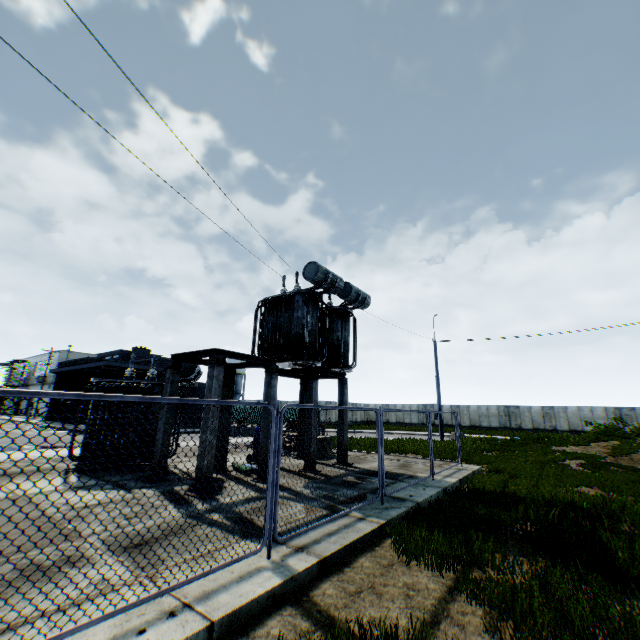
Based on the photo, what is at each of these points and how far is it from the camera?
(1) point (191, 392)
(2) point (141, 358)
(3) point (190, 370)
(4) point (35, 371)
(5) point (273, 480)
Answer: (1) building, 36.4 meters
(2) building, 40.1 meters
(3) electrical compensator, 11.8 meters
(4) building, 54.7 meters
(5) metal fence, 4.9 meters

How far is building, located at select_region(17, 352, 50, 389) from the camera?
52.2m

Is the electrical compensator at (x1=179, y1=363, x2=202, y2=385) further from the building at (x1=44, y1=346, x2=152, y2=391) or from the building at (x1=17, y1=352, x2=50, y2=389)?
the building at (x1=17, y1=352, x2=50, y2=389)

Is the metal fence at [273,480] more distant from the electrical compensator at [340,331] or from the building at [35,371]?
the building at [35,371]

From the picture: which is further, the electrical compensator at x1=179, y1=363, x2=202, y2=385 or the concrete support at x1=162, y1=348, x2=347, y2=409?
the electrical compensator at x1=179, y1=363, x2=202, y2=385

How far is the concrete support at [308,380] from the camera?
8.7 meters

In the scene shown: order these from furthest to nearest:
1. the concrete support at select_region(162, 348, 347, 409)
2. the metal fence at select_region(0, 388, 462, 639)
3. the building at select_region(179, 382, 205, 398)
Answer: the building at select_region(179, 382, 205, 398) < the concrete support at select_region(162, 348, 347, 409) < the metal fence at select_region(0, 388, 462, 639)

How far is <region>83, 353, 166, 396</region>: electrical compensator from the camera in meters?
10.9
